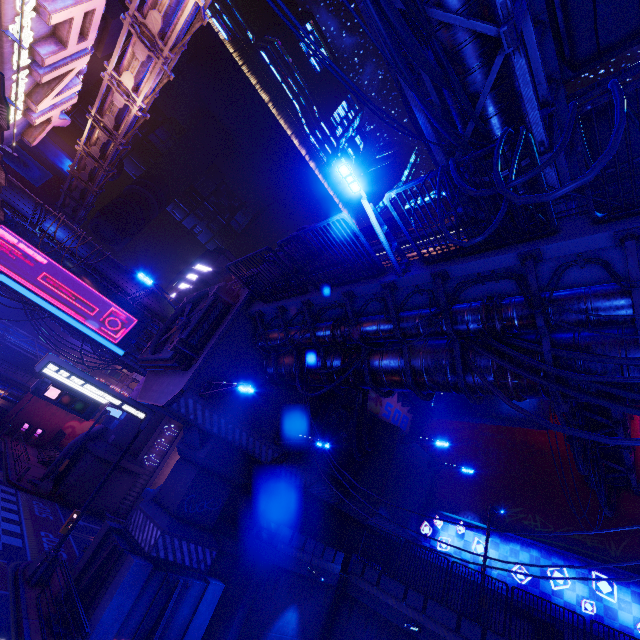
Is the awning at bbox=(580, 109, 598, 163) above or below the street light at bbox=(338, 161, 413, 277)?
above

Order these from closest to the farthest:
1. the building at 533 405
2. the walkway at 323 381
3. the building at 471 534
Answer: the walkway at 323 381 → the building at 471 534 → the building at 533 405

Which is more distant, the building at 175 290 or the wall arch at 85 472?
the building at 175 290

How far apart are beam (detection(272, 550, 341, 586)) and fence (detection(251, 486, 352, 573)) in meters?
0.0 m

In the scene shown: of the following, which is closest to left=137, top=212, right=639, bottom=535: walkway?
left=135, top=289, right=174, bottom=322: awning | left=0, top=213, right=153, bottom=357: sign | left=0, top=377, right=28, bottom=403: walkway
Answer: left=135, top=289, right=174, bottom=322: awning

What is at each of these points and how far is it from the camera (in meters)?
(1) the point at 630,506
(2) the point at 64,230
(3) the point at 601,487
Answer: (1) building, 17.52
(2) awning, 23.78
(3) cable, 15.57

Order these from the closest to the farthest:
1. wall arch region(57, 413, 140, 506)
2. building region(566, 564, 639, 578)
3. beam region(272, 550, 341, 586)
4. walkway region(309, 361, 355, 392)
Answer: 1. walkway region(309, 361, 355, 392)
2. beam region(272, 550, 341, 586)
3. building region(566, 564, 639, 578)
4. wall arch region(57, 413, 140, 506)

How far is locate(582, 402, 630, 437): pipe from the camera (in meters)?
13.11
